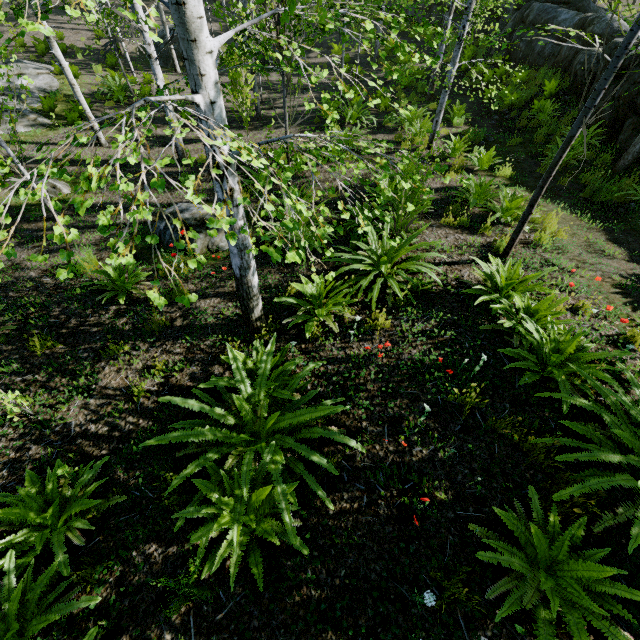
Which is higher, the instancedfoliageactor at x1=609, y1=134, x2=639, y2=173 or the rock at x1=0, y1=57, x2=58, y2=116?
the instancedfoliageactor at x1=609, y1=134, x2=639, y2=173

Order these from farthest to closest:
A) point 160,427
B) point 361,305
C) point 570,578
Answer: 1. point 361,305
2. point 160,427
3. point 570,578

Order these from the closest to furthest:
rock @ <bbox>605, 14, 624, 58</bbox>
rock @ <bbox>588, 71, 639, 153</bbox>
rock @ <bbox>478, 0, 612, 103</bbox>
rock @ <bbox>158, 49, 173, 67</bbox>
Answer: rock @ <bbox>588, 71, 639, 153</bbox> → rock @ <bbox>605, 14, 624, 58</bbox> → rock @ <bbox>478, 0, 612, 103</bbox> → rock @ <bbox>158, 49, 173, 67</bbox>

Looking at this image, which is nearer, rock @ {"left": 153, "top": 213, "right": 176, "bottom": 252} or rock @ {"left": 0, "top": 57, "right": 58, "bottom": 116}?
rock @ {"left": 153, "top": 213, "right": 176, "bottom": 252}

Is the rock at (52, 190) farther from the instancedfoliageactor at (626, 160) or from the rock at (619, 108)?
the rock at (619, 108)

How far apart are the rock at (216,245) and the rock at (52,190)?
3.2 meters

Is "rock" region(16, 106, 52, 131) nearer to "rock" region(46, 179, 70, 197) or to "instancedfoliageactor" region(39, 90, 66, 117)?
"instancedfoliageactor" region(39, 90, 66, 117)

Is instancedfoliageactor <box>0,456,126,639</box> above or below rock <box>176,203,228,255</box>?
above
